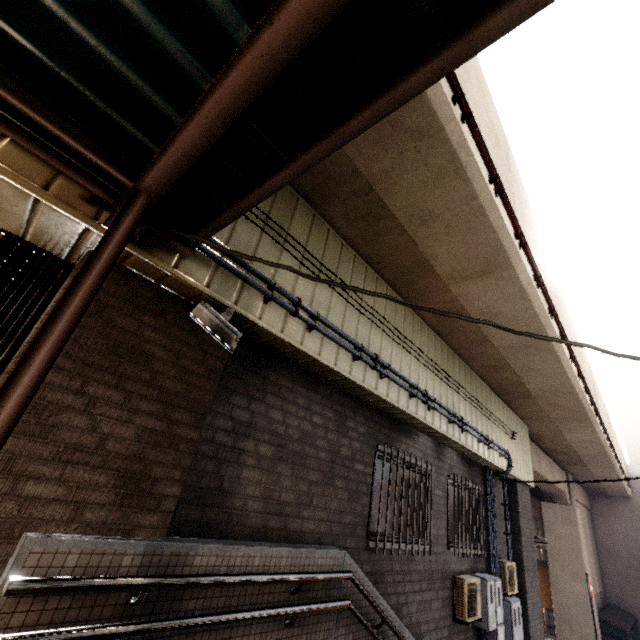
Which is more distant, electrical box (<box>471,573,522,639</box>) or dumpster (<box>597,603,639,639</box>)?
dumpster (<box>597,603,639,639</box>)

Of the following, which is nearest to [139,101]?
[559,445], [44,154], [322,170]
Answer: [44,154]

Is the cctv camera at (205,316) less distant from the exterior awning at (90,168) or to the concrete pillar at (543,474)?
the exterior awning at (90,168)

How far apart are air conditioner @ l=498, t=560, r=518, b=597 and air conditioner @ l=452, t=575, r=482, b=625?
1.62m

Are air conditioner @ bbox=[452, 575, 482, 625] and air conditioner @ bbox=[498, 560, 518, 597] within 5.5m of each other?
yes

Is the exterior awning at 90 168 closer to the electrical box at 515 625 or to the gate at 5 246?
the gate at 5 246

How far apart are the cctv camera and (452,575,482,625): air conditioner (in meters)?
Result: 6.00

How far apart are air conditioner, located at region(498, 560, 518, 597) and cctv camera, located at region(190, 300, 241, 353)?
8.3 meters
